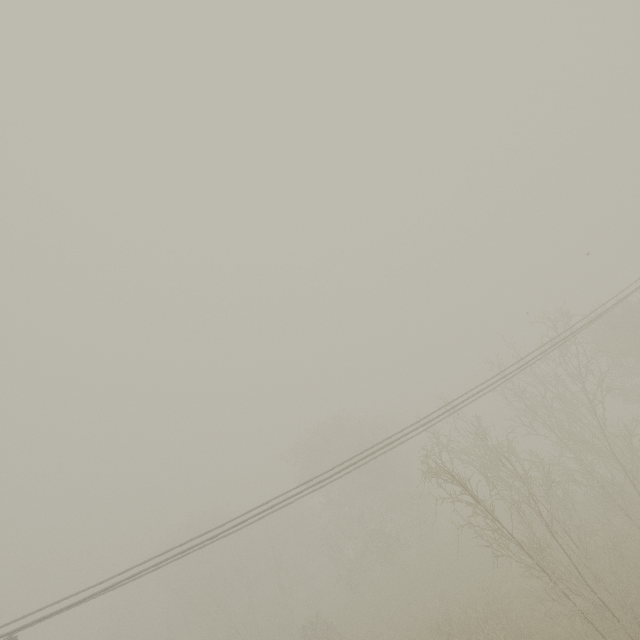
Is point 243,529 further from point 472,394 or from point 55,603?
point 472,394
